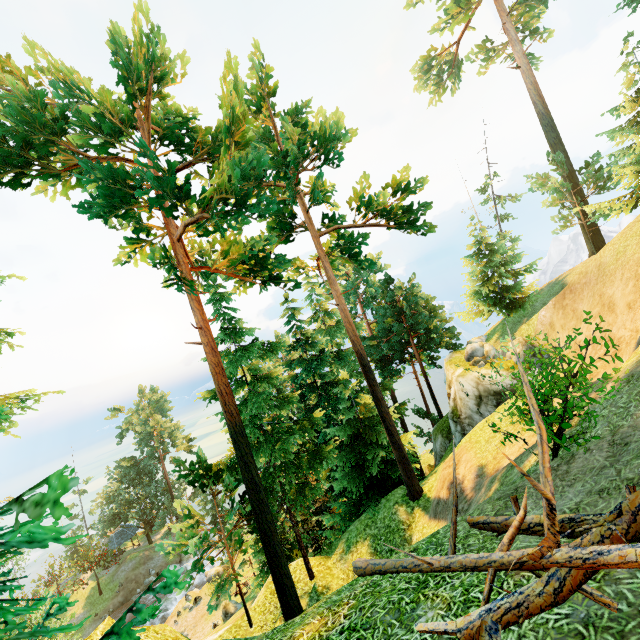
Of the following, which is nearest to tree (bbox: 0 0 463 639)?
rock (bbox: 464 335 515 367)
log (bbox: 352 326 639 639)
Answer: log (bbox: 352 326 639 639)

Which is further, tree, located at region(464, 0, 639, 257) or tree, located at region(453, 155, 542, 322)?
tree, located at region(453, 155, 542, 322)

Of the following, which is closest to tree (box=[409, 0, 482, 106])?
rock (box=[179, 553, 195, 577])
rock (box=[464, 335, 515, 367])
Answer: rock (box=[179, 553, 195, 577])

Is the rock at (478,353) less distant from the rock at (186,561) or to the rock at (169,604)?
the rock at (169,604)

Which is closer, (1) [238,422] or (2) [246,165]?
(2) [246,165]

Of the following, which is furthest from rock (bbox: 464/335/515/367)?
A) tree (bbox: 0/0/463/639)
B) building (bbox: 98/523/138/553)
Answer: building (bbox: 98/523/138/553)

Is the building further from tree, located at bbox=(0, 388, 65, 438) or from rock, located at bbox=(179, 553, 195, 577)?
rock, located at bbox=(179, 553, 195, 577)

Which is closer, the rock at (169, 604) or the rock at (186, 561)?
the rock at (169, 604)
